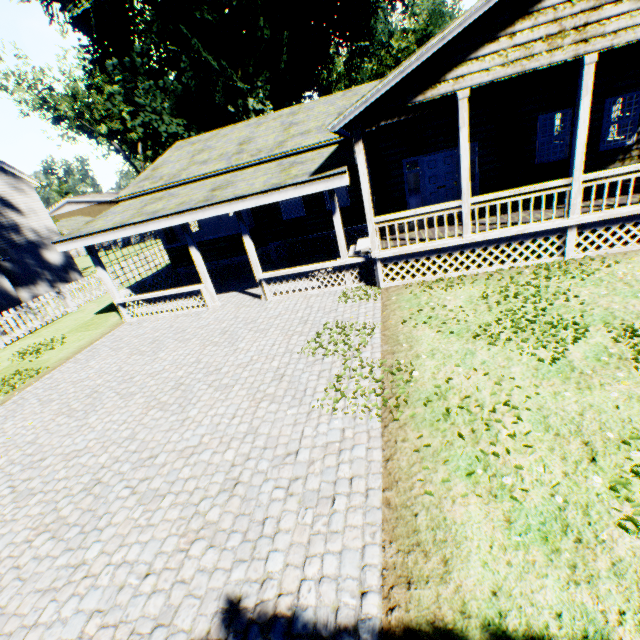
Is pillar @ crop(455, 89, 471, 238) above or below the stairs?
above

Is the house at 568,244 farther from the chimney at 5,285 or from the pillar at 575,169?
the chimney at 5,285

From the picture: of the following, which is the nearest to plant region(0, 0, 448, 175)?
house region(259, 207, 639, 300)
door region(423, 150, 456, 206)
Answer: house region(259, 207, 639, 300)

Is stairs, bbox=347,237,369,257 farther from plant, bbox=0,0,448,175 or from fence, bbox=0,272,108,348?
plant, bbox=0,0,448,175

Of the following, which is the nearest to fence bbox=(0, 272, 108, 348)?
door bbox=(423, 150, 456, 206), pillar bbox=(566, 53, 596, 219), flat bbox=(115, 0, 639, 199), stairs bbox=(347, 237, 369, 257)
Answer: flat bbox=(115, 0, 639, 199)

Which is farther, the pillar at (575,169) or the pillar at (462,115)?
the pillar at (462,115)

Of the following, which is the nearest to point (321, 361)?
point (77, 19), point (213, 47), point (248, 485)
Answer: point (248, 485)

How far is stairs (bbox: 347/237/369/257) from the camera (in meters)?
10.30
